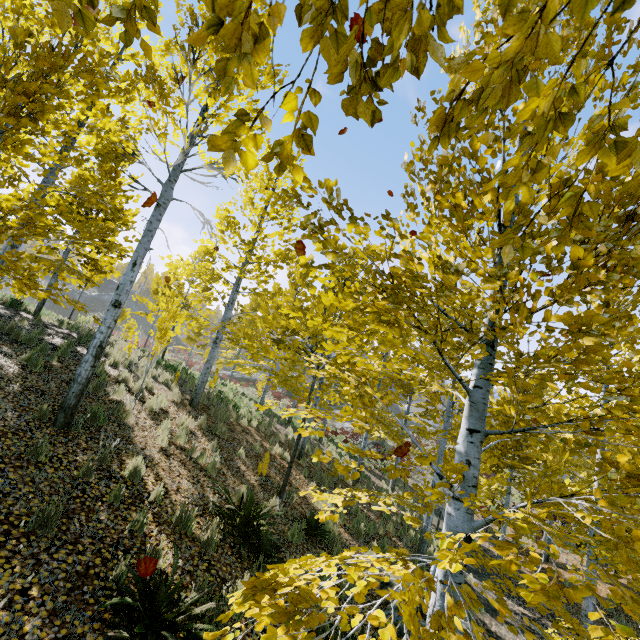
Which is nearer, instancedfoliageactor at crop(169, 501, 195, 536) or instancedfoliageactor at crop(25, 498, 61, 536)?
instancedfoliageactor at crop(25, 498, 61, 536)

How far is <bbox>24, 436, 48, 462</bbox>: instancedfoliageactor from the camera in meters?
4.6 m

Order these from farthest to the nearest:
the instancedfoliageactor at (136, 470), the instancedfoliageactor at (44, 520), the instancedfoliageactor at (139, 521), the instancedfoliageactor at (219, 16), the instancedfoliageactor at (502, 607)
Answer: the instancedfoliageactor at (136, 470) → the instancedfoliageactor at (139, 521) → the instancedfoliageactor at (44, 520) → the instancedfoliageactor at (502, 607) → the instancedfoliageactor at (219, 16)

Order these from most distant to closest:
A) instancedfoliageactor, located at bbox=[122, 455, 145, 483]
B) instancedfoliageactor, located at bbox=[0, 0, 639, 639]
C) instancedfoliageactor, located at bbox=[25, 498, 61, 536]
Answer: instancedfoliageactor, located at bbox=[122, 455, 145, 483]
instancedfoliageactor, located at bbox=[25, 498, 61, 536]
instancedfoliageactor, located at bbox=[0, 0, 639, 639]

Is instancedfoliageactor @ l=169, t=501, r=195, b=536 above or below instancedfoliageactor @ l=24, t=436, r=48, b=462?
below

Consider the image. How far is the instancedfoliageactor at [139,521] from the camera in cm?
438

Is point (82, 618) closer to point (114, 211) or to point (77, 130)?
point (77, 130)
